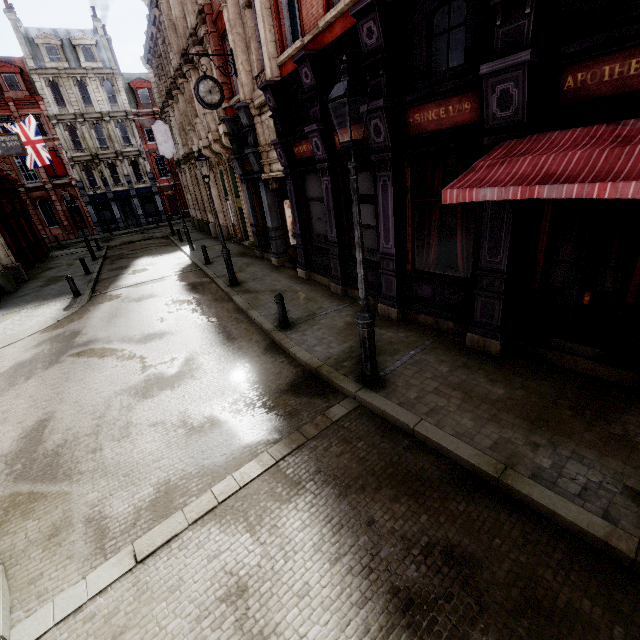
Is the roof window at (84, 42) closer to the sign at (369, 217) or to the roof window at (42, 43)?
the roof window at (42, 43)

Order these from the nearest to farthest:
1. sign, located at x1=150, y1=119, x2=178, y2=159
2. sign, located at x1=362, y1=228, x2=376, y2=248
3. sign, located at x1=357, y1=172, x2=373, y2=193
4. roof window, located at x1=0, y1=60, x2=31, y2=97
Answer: sign, located at x1=357, y1=172, x2=373, y2=193 → sign, located at x1=362, y1=228, x2=376, y2=248 → sign, located at x1=150, y1=119, x2=178, y2=159 → roof window, located at x1=0, y1=60, x2=31, y2=97

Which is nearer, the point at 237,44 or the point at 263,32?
the point at 263,32

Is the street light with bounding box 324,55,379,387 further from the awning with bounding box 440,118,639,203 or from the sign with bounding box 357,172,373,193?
the sign with bounding box 357,172,373,193

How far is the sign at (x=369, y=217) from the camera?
8.16m

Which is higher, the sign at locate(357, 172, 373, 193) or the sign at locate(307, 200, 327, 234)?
the sign at locate(357, 172, 373, 193)

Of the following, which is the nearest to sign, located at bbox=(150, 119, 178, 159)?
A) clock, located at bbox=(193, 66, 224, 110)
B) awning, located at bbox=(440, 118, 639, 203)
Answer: clock, located at bbox=(193, 66, 224, 110)

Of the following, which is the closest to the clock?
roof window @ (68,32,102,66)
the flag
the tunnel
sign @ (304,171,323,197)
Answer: the tunnel
